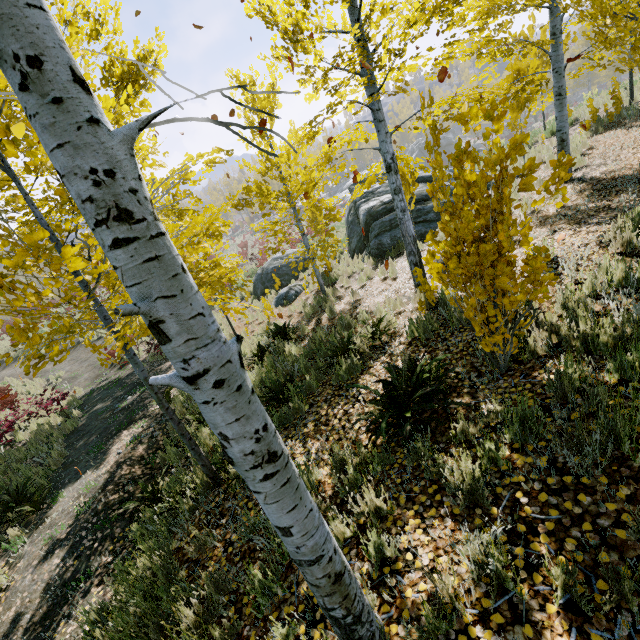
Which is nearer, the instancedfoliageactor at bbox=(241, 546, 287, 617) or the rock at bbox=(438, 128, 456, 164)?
the instancedfoliageactor at bbox=(241, 546, 287, 617)

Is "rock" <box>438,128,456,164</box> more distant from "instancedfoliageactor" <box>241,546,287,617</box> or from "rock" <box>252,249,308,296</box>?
"rock" <box>252,249,308,296</box>

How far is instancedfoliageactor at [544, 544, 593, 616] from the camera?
1.72m

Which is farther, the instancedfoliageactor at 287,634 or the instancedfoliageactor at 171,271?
the instancedfoliageactor at 287,634

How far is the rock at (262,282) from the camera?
16.61m

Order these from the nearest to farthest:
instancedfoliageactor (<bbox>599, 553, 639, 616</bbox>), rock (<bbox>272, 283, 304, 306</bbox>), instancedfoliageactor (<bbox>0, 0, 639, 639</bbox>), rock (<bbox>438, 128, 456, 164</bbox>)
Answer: instancedfoliageactor (<bbox>0, 0, 639, 639</bbox>) → instancedfoliageactor (<bbox>599, 553, 639, 616</bbox>) → rock (<bbox>272, 283, 304, 306</bbox>) → rock (<bbox>438, 128, 456, 164</bbox>)

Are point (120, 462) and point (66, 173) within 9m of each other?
yes
